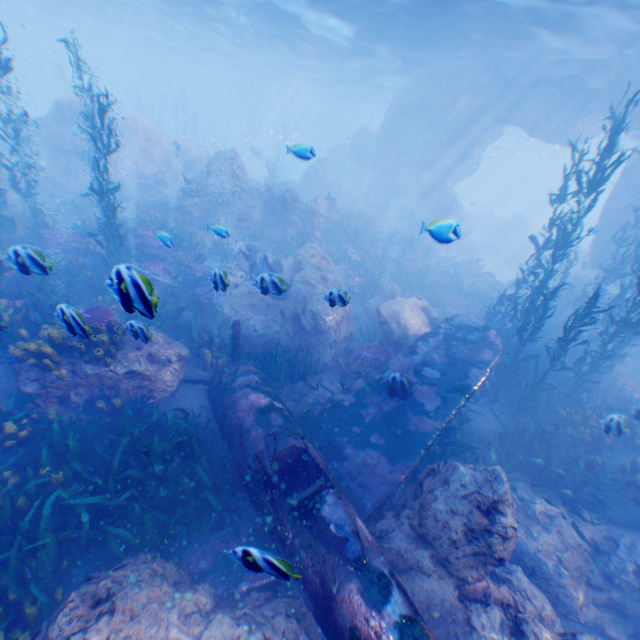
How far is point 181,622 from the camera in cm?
349

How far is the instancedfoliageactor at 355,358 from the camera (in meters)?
9.63

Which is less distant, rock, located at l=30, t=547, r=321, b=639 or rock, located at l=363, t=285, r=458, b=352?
rock, located at l=30, t=547, r=321, b=639

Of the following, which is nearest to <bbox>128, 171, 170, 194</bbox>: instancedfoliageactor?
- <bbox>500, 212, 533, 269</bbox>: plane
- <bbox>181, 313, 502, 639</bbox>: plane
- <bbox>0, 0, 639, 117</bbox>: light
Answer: <bbox>181, 313, 502, 639</bbox>: plane

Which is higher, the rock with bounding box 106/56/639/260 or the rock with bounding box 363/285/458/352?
the rock with bounding box 106/56/639/260

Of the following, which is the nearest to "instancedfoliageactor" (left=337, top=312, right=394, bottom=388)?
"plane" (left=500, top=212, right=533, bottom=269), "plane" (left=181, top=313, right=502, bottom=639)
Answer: "plane" (left=181, top=313, right=502, bottom=639)

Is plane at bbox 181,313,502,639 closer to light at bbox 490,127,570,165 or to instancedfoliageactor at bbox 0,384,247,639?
instancedfoliageactor at bbox 0,384,247,639

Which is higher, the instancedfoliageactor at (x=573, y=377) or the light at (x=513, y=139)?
the light at (x=513, y=139)
